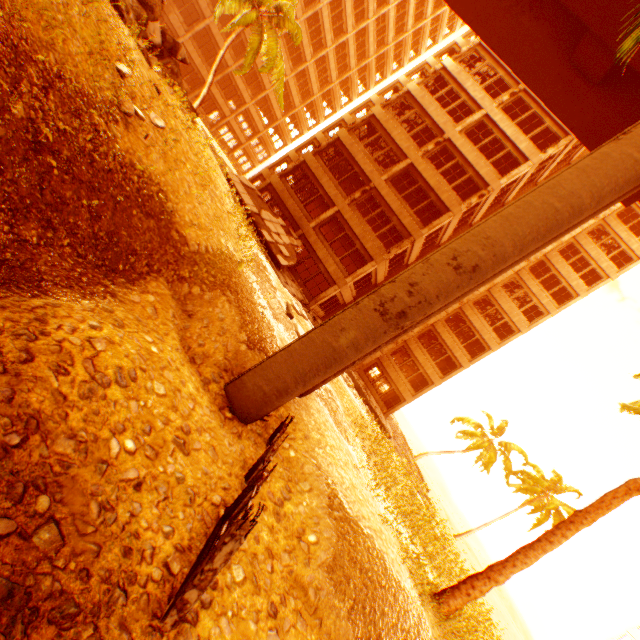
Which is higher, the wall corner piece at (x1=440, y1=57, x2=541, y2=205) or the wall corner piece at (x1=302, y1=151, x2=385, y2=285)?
the wall corner piece at (x1=440, y1=57, x2=541, y2=205)

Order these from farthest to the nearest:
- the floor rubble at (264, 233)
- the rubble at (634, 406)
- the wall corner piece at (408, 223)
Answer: the wall corner piece at (408, 223), the floor rubble at (264, 233), the rubble at (634, 406)

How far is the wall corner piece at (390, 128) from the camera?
21.5 meters

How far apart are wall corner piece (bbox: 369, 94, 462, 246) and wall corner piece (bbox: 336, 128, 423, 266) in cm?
207

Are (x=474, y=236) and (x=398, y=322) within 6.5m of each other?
yes

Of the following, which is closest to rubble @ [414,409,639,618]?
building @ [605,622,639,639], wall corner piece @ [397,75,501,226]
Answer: wall corner piece @ [397,75,501,226]

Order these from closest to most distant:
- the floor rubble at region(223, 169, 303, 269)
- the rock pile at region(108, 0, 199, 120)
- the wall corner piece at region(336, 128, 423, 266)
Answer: the rock pile at region(108, 0, 199, 120)
the floor rubble at region(223, 169, 303, 269)
the wall corner piece at region(336, 128, 423, 266)

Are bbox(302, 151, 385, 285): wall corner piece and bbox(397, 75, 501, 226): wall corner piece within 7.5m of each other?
no
